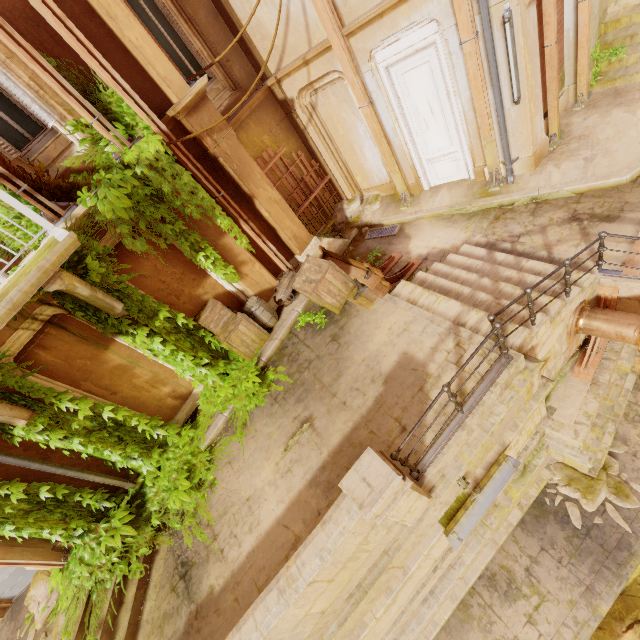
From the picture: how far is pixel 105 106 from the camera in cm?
545

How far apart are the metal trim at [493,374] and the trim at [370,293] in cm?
263

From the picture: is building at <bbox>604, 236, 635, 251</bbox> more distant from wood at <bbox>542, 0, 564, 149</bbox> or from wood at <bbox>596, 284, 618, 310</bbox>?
wood at <bbox>542, 0, 564, 149</bbox>

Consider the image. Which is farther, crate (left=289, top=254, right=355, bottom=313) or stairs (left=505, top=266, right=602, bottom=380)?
crate (left=289, top=254, right=355, bottom=313)

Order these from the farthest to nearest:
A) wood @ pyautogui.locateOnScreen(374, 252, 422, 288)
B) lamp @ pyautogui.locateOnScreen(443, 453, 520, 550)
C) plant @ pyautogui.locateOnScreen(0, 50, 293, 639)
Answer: wood @ pyautogui.locateOnScreen(374, 252, 422, 288)
plant @ pyautogui.locateOnScreen(0, 50, 293, 639)
lamp @ pyautogui.locateOnScreen(443, 453, 520, 550)

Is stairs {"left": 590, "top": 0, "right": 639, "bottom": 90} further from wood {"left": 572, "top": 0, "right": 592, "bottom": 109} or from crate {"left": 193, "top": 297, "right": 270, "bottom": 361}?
crate {"left": 193, "top": 297, "right": 270, "bottom": 361}

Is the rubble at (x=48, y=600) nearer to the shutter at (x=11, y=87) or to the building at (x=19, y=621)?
the building at (x=19, y=621)

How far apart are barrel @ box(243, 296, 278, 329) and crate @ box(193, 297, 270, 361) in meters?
0.1
